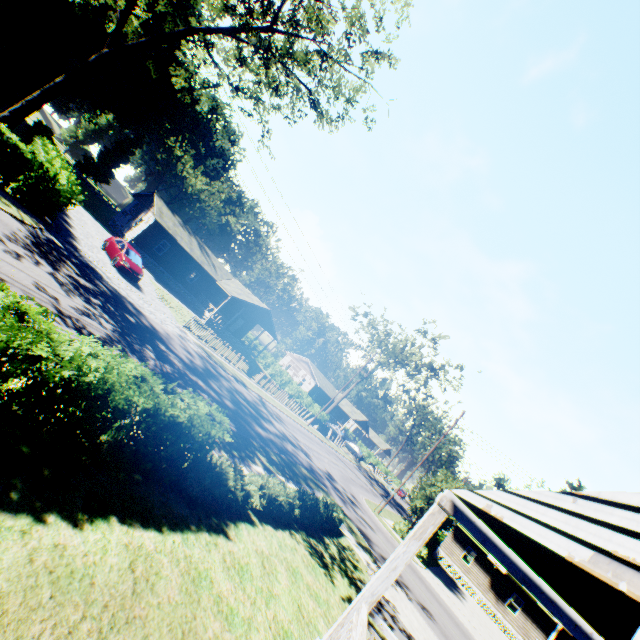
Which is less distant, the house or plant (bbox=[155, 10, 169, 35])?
the house

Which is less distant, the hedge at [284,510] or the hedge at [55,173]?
the hedge at [284,510]

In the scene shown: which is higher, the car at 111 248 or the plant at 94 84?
the plant at 94 84

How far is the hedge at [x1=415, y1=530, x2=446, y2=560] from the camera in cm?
2608

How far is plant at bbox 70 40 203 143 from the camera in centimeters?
4191cm

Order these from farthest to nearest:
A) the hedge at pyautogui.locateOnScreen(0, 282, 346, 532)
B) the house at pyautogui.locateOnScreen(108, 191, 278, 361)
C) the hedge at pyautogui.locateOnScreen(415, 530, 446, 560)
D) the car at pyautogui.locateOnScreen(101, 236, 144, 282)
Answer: the house at pyautogui.locateOnScreen(108, 191, 278, 361)
the hedge at pyautogui.locateOnScreen(415, 530, 446, 560)
the car at pyautogui.locateOnScreen(101, 236, 144, 282)
the hedge at pyautogui.locateOnScreen(0, 282, 346, 532)

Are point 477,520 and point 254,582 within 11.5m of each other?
yes

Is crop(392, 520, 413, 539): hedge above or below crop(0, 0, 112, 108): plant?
below
